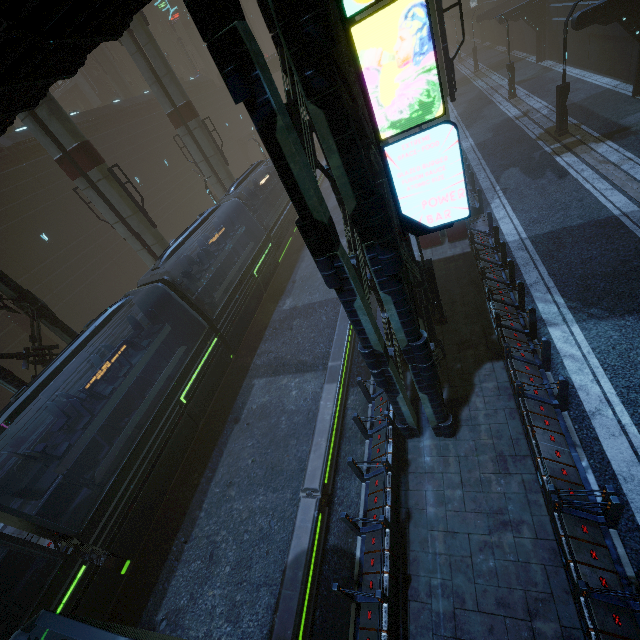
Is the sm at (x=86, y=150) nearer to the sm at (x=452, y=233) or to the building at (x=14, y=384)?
the building at (x=14, y=384)

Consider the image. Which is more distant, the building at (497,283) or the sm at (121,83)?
the sm at (121,83)

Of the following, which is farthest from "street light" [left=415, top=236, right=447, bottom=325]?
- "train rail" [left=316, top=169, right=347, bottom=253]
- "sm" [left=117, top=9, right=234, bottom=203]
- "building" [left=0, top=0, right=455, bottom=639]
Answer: "sm" [left=117, top=9, right=234, bottom=203]

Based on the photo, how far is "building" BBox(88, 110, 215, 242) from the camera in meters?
32.1

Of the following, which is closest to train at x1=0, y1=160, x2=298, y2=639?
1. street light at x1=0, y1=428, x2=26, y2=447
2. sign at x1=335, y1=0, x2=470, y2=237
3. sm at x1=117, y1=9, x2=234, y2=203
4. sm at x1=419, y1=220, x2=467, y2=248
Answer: sm at x1=117, y1=9, x2=234, y2=203

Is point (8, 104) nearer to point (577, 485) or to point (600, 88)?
point (577, 485)

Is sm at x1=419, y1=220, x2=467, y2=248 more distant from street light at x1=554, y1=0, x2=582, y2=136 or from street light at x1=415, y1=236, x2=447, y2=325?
street light at x1=554, y1=0, x2=582, y2=136
